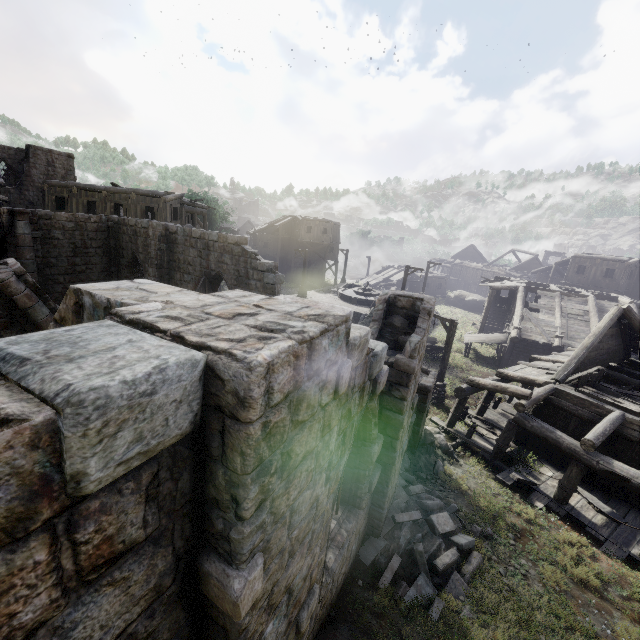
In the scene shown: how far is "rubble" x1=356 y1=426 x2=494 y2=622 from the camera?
7.2 meters

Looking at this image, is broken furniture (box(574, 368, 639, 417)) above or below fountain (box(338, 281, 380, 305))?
above

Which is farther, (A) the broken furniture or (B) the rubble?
(A) the broken furniture

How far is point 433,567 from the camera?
7.5 meters

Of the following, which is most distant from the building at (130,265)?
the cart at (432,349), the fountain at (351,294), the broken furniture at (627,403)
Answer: the fountain at (351,294)

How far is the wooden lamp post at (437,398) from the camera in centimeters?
1652cm

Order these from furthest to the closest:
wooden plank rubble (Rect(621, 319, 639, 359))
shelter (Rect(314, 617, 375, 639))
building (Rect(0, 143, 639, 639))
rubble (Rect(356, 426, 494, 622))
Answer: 1. wooden plank rubble (Rect(621, 319, 639, 359))
2. rubble (Rect(356, 426, 494, 622))
3. shelter (Rect(314, 617, 375, 639))
4. building (Rect(0, 143, 639, 639))

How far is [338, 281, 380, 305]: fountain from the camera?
31.9 meters
